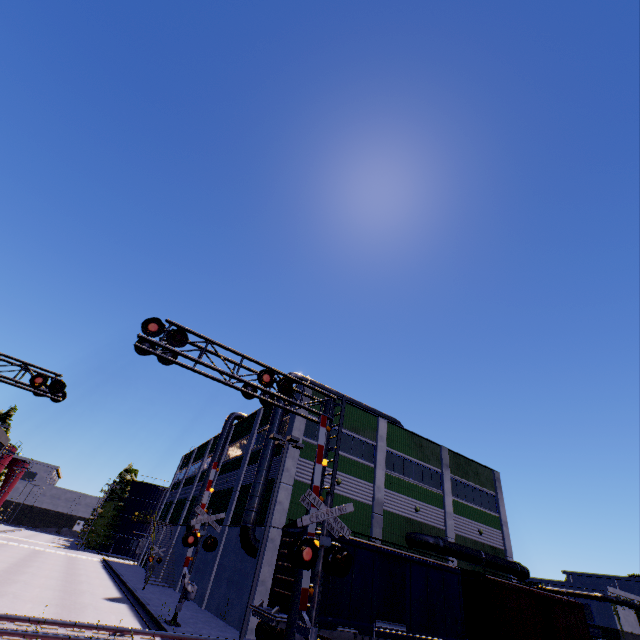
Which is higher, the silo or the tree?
the tree

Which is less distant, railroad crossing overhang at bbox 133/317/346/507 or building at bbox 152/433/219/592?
railroad crossing overhang at bbox 133/317/346/507

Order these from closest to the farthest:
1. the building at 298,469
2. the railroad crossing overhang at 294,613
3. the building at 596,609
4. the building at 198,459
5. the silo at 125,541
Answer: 1. the railroad crossing overhang at 294,613
2. the building at 298,469
3. the building at 198,459
4. the building at 596,609
5. the silo at 125,541

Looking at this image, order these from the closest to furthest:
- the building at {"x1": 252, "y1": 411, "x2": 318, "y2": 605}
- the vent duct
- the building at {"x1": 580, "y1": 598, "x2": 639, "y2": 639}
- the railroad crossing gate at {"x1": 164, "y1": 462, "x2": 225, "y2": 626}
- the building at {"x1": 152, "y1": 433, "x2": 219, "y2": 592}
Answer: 1. the railroad crossing gate at {"x1": 164, "y1": 462, "x2": 225, "y2": 626}
2. the building at {"x1": 252, "y1": 411, "x2": 318, "y2": 605}
3. the vent duct
4. the building at {"x1": 152, "y1": 433, "x2": 219, "y2": 592}
5. the building at {"x1": 580, "y1": 598, "x2": 639, "y2": 639}

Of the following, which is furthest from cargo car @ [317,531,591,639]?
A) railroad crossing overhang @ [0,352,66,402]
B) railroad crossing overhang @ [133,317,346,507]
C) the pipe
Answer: railroad crossing overhang @ [0,352,66,402]

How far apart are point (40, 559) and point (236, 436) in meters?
21.9

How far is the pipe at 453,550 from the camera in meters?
24.0

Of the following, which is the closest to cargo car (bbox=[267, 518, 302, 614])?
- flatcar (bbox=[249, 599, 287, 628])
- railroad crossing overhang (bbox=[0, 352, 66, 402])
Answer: flatcar (bbox=[249, 599, 287, 628])
